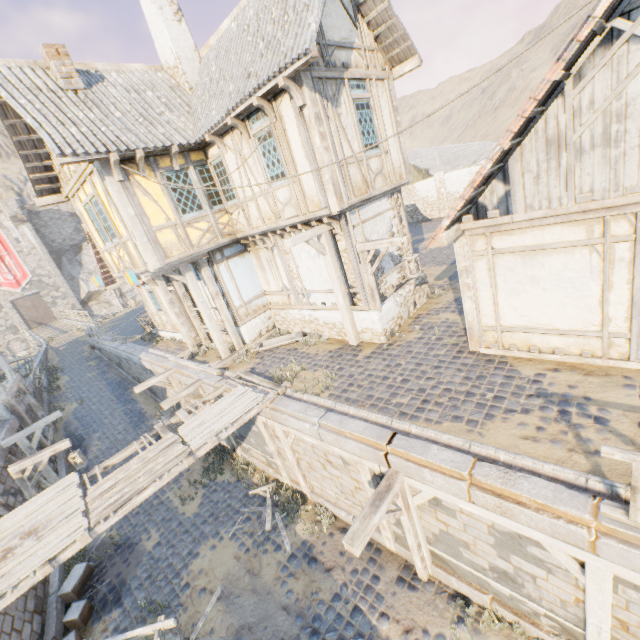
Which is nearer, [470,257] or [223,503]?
[470,257]

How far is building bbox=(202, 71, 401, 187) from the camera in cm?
737

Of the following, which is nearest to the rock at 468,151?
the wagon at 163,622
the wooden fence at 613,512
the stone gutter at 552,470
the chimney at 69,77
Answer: the wooden fence at 613,512

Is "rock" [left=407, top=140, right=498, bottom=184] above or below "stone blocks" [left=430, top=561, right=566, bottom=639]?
above

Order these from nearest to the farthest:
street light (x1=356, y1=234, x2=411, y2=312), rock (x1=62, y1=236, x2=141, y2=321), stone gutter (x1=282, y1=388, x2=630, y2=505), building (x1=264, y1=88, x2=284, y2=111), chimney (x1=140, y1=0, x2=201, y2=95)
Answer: stone gutter (x1=282, y1=388, x2=630, y2=505), building (x1=264, y1=88, x2=284, y2=111), street light (x1=356, y1=234, x2=411, y2=312), chimney (x1=140, y1=0, x2=201, y2=95), rock (x1=62, y1=236, x2=141, y2=321)

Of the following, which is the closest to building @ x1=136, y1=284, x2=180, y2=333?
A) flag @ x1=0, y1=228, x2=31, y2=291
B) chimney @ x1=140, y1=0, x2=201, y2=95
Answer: flag @ x1=0, y1=228, x2=31, y2=291

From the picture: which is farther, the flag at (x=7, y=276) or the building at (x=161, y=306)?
the flag at (x=7, y=276)

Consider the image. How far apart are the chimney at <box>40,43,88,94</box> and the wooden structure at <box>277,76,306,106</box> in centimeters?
616cm
